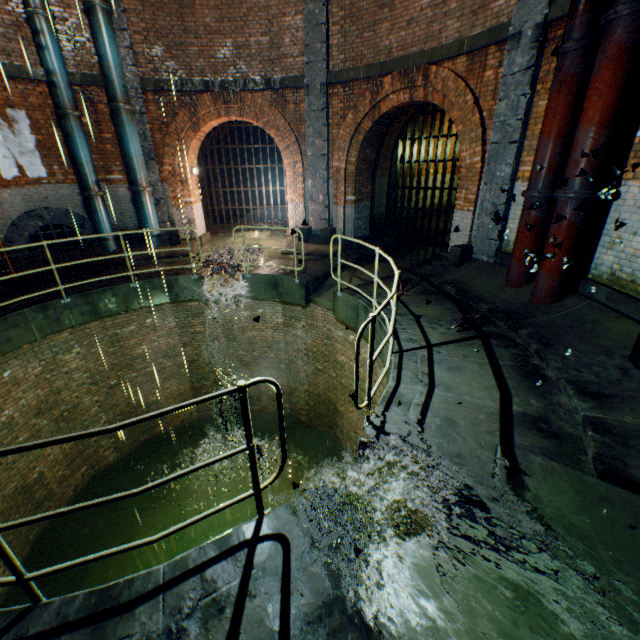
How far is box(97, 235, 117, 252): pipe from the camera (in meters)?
9.79

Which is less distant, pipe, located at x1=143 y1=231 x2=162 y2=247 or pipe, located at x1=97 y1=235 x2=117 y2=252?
pipe, located at x1=97 y1=235 x2=117 y2=252

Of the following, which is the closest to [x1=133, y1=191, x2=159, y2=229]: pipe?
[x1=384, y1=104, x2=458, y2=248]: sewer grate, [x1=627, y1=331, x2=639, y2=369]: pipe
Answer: [x1=384, y1=104, x2=458, y2=248]: sewer grate

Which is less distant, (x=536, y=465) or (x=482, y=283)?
(x=536, y=465)

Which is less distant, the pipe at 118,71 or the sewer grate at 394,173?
the pipe at 118,71

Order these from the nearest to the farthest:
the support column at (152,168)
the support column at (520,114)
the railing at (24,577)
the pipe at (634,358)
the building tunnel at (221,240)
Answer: the railing at (24,577) → the pipe at (634,358) → the support column at (520,114) → the support column at (152,168) → the building tunnel at (221,240)

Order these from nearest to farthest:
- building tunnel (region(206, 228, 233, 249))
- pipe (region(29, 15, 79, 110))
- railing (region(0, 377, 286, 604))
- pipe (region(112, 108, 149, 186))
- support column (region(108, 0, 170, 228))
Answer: railing (region(0, 377, 286, 604)) < pipe (region(29, 15, 79, 110)) < support column (region(108, 0, 170, 228)) < pipe (region(112, 108, 149, 186)) < building tunnel (region(206, 228, 233, 249))

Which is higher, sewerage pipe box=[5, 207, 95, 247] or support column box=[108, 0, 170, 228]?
→ support column box=[108, 0, 170, 228]
